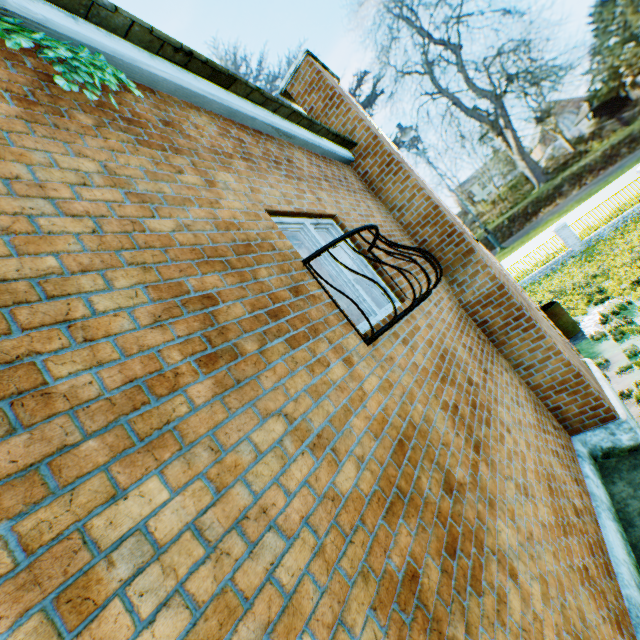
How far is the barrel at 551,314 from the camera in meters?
11.7 m

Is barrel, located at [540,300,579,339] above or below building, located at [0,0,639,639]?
below

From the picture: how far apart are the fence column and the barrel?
13.3 meters

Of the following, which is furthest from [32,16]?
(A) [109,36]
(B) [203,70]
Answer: (B) [203,70]

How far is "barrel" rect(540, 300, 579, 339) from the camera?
11.68m

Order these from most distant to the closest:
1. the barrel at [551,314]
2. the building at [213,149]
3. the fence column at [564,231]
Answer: the fence column at [564,231], the barrel at [551,314], the building at [213,149]

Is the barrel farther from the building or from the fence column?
the fence column

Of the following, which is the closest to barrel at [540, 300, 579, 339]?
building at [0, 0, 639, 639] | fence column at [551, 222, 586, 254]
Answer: building at [0, 0, 639, 639]
